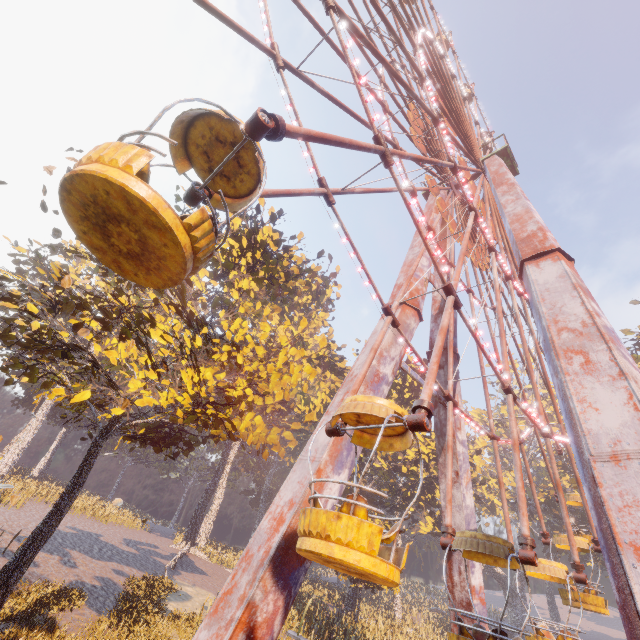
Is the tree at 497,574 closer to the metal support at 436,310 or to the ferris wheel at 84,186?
the metal support at 436,310

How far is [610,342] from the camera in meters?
7.0 m

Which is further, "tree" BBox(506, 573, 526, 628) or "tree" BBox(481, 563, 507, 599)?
"tree" BBox(481, 563, 507, 599)

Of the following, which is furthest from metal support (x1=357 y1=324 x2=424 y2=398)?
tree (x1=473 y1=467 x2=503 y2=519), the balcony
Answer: tree (x1=473 y1=467 x2=503 y2=519)

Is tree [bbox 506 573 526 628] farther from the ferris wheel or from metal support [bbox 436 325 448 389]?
the ferris wheel

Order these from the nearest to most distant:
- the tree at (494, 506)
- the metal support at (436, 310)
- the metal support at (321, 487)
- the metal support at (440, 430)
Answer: the metal support at (321, 487), the metal support at (440, 430), the metal support at (436, 310), the tree at (494, 506)

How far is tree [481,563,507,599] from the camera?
45.8 meters
